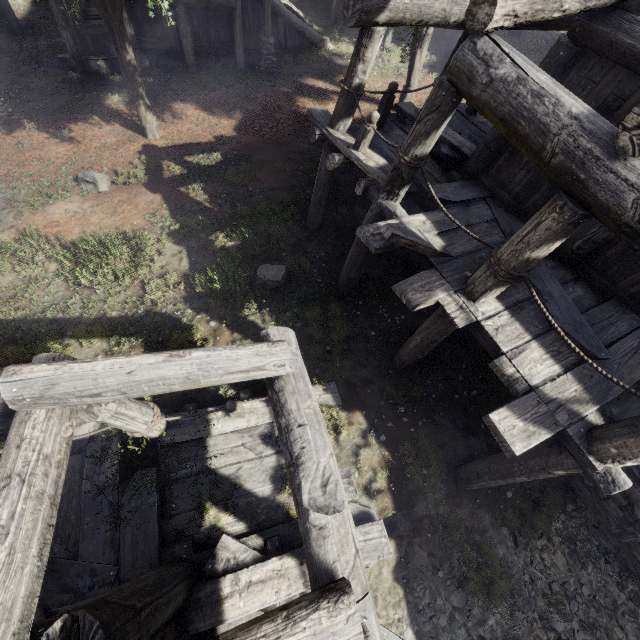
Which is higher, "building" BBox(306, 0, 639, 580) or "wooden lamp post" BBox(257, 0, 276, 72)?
"building" BBox(306, 0, 639, 580)

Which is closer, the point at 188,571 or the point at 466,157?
the point at 188,571

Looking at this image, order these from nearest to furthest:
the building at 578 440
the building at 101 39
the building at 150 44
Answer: the building at 578 440 < the building at 101 39 < the building at 150 44

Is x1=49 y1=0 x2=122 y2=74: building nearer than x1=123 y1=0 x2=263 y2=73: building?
Yes

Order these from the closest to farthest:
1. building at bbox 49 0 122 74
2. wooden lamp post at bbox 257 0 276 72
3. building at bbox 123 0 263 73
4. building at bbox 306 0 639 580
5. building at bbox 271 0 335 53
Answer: building at bbox 306 0 639 580
building at bbox 49 0 122 74
building at bbox 123 0 263 73
wooden lamp post at bbox 257 0 276 72
building at bbox 271 0 335 53

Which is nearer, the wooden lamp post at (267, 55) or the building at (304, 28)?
the wooden lamp post at (267, 55)

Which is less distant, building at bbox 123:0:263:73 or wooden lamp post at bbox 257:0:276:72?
building at bbox 123:0:263:73
